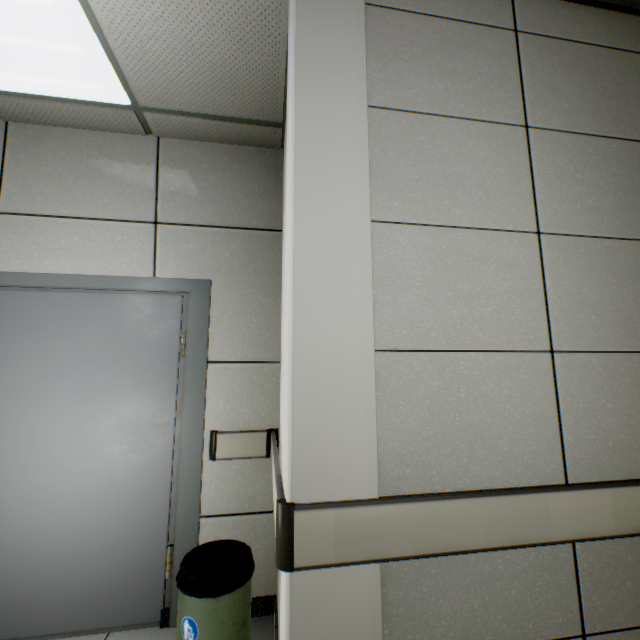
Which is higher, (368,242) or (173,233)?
(173,233)

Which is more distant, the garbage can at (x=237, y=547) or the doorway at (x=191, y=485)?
the doorway at (x=191, y=485)

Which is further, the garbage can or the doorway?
the doorway
